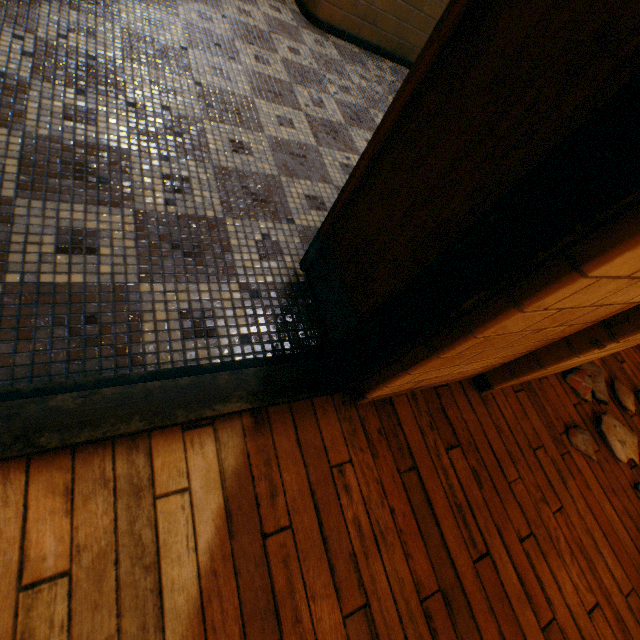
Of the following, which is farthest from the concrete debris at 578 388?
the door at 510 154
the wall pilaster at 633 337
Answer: the door at 510 154

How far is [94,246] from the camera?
1.3 meters

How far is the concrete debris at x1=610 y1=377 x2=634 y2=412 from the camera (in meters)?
2.28

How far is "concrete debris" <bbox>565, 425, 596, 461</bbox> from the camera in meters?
1.9

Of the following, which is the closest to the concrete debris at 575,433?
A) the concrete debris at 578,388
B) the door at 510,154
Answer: the concrete debris at 578,388

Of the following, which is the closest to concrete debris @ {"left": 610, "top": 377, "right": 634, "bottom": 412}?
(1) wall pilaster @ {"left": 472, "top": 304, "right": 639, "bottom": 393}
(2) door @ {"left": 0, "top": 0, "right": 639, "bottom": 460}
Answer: (1) wall pilaster @ {"left": 472, "top": 304, "right": 639, "bottom": 393}

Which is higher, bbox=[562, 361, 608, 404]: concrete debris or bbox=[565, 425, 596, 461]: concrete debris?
bbox=[562, 361, 608, 404]: concrete debris
